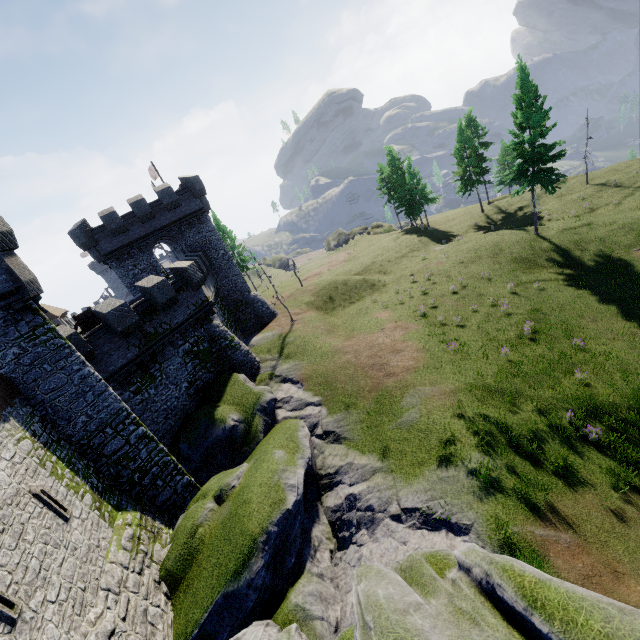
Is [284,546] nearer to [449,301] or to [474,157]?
[449,301]

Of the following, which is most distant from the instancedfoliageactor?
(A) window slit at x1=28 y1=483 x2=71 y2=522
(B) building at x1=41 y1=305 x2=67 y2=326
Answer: (B) building at x1=41 y1=305 x2=67 y2=326

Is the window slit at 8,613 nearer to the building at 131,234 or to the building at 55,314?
the building at 131,234

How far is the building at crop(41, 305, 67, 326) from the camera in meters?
57.8

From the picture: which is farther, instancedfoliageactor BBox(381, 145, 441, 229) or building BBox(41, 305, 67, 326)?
building BBox(41, 305, 67, 326)

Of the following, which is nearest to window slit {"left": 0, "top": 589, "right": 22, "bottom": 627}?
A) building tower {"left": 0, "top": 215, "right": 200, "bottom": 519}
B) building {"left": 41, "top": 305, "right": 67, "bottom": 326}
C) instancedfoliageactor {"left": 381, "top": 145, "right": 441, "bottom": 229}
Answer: building tower {"left": 0, "top": 215, "right": 200, "bottom": 519}

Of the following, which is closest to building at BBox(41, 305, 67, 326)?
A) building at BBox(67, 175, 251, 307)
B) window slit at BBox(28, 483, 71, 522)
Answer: building at BBox(67, 175, 251, 307)

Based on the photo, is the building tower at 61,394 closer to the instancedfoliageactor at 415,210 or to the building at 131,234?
the building at 131,234
